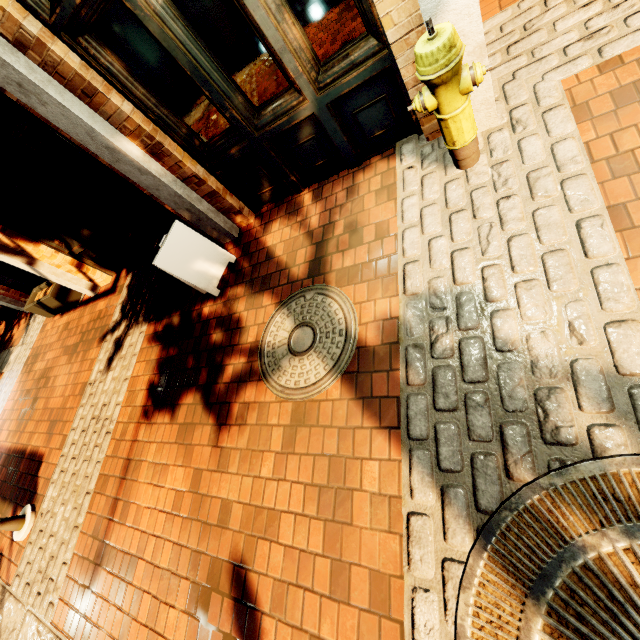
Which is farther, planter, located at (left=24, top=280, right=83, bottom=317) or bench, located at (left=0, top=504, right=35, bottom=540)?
planter, located at (left=24, top=280, right=83, bottom=317)

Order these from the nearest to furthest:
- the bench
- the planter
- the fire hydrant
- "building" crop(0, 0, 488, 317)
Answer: the fire hydrant → "building" crop(0, 0, 488, 317) → the bench → the planter

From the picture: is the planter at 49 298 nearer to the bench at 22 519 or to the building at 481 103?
the building at 481 103

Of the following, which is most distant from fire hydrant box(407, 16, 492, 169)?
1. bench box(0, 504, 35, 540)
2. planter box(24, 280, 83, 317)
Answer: planter box(24, 280, 83, 317)

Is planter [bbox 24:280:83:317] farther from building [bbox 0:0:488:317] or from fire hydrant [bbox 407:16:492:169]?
fire hydrant [bbox 407:16:492:169]

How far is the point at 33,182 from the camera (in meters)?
4.95

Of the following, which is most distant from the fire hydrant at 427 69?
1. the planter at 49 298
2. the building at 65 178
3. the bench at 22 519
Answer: the planter at 49 298

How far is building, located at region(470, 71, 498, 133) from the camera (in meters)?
2.30
